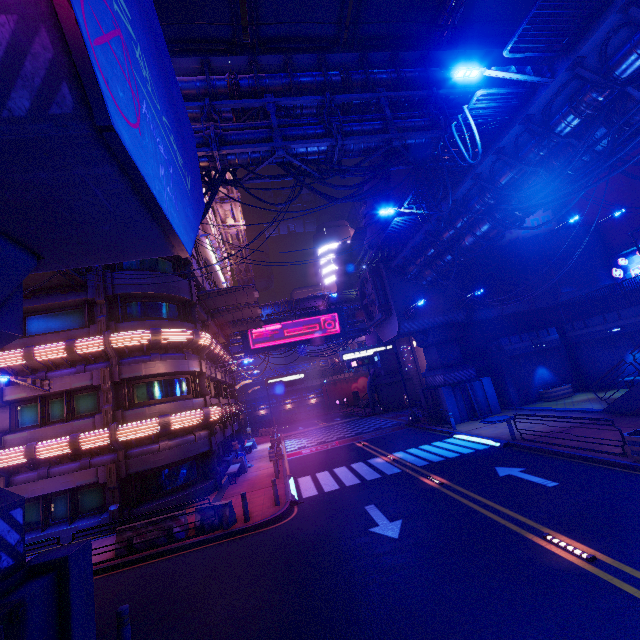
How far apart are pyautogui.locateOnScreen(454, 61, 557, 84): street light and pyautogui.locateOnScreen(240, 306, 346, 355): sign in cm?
3442

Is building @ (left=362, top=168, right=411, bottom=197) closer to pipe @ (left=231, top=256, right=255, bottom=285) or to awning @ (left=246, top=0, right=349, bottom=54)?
pipe @ (left=231, top=256, right=255, bottom=285)

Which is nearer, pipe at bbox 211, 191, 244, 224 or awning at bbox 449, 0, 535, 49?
awning at bbox 449, 0, 535, 49

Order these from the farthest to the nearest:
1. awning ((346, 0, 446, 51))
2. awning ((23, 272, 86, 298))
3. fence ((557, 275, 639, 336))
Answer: fence ((557, 275, 639, 336)) → awning ((23, 272, 86, 298)) → awning ((346, 0, 446, 51))

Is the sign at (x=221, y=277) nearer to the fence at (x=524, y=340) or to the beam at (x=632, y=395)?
the fence at (x=524, y=340)

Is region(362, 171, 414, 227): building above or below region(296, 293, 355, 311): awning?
above

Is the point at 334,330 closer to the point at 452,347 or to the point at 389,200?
the point at 389,200

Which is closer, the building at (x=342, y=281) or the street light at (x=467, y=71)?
the street light at (x=467, y=71)
